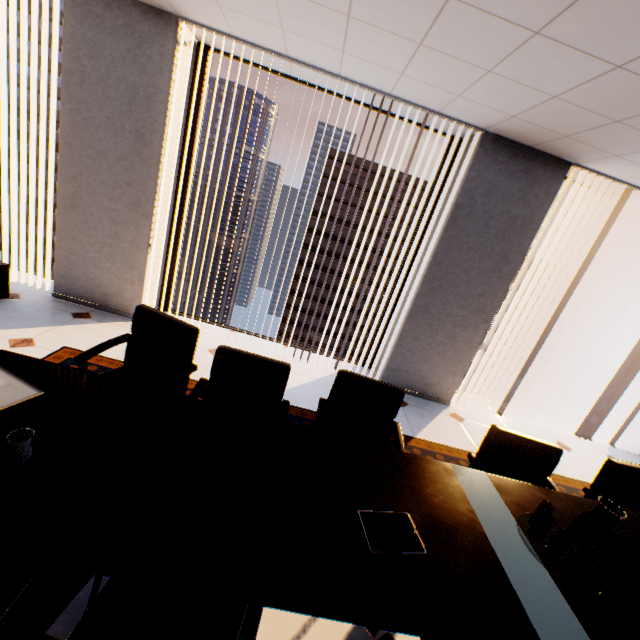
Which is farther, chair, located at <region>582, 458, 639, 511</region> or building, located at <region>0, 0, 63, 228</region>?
building, located at <region>0, 0, 63, 228</region>

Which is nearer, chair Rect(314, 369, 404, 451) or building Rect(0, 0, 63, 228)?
chair Rect(314, 369, 404, 451)

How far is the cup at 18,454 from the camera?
1.05m

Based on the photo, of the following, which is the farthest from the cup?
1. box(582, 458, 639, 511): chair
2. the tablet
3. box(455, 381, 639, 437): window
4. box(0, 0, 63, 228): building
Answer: box(0, 0, 63, 228): building

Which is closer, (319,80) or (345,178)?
(319,80)

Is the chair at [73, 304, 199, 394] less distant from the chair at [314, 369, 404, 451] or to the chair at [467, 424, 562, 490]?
the chair at [314, 369, 404, 451]

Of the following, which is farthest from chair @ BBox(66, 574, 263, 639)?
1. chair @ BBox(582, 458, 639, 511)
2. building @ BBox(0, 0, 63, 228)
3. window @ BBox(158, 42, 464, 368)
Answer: building @ BBox(0, 0, 63, 228)

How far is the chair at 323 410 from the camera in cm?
216
